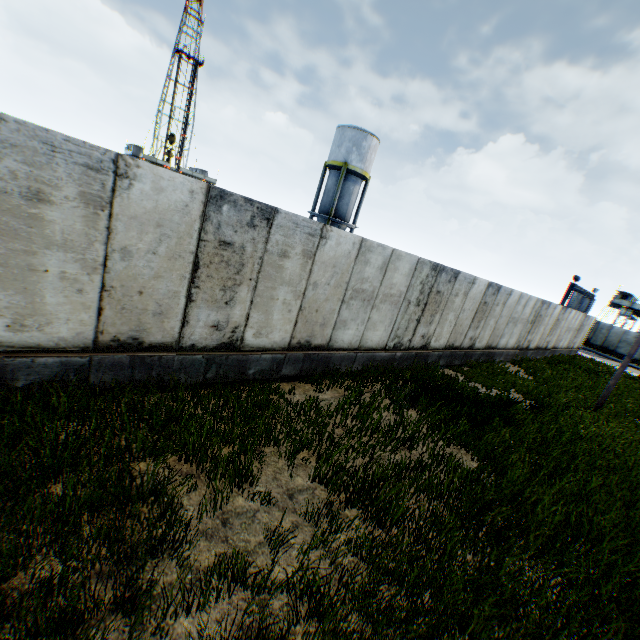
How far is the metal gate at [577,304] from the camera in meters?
31.7 m

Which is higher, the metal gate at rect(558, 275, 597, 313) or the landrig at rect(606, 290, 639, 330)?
the landrig at rect(606, 290, 639, 330)

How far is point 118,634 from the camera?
2.7 meters

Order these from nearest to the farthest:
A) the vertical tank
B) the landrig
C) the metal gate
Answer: the vertical tank < the metal gate < the landrig

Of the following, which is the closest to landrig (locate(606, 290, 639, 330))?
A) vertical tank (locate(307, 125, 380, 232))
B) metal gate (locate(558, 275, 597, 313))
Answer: metal gate (locate(558, 275, 597, 313))

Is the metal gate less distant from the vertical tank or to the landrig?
the landrig

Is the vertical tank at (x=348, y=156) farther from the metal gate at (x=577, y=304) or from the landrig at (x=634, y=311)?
the landrig at (x=634, y=311)

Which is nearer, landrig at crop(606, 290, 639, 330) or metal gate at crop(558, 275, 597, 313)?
metal gate at crop(558, 275, 597, 313)
